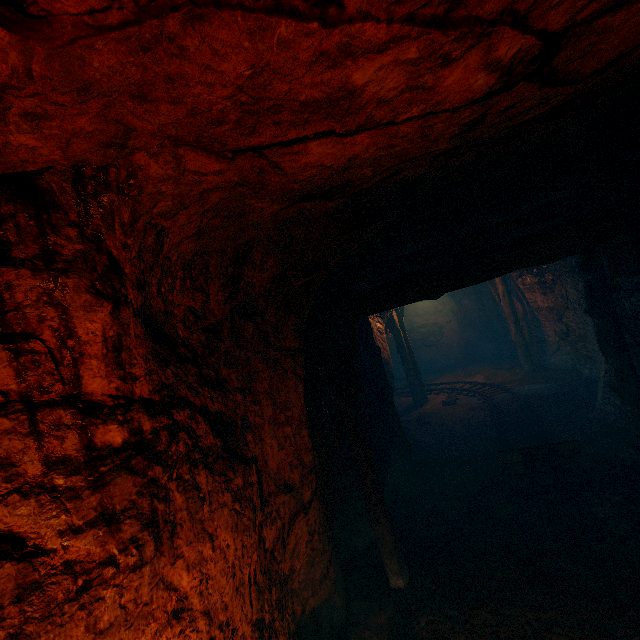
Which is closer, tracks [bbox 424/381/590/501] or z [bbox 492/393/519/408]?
tracks [bbox 424/381/590/501]

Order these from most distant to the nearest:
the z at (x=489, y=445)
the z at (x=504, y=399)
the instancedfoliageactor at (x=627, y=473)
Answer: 1. the z at (x=504, y=399)
2. the instancedfoliageactor at (x=627, y=473)
3. the z at (x=489, y=445)

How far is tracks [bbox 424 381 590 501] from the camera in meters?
5.0

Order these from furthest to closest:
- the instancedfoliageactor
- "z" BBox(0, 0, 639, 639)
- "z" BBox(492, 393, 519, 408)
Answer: "z" BBox(492, 393, 519, 408) < the instancedfoliageactor < "z" BBox(0, 0, 639, 639)

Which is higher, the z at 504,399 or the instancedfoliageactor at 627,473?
the z at 504,399

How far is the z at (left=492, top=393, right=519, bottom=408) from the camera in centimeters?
903cm

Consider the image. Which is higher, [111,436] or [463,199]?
[463,199]
